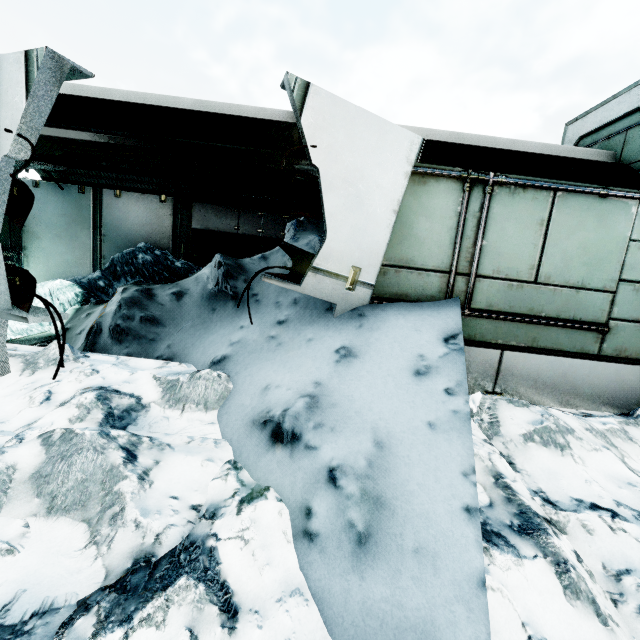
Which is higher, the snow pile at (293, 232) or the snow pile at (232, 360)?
the snow pile at (293, 232)

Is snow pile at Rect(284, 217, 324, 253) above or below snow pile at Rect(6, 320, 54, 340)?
above

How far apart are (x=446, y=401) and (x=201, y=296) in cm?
372

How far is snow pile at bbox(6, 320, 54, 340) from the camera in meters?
5.0

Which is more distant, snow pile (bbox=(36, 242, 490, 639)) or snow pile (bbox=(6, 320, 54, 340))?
snow pile (bbox=(6, 320, 54, 340))

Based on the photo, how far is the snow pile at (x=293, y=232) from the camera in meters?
4.5 m
